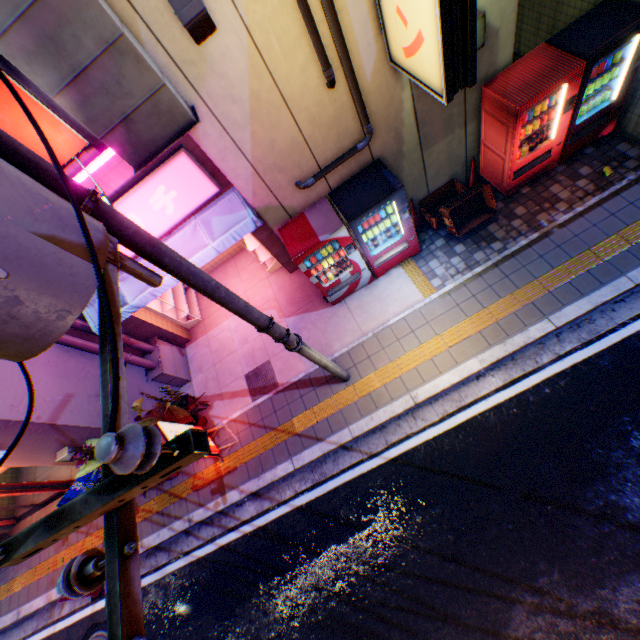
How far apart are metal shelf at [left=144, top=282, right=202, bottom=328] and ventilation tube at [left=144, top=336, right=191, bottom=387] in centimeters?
56cm

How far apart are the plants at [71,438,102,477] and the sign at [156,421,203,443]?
0.1 meters

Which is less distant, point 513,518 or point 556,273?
point 513,518

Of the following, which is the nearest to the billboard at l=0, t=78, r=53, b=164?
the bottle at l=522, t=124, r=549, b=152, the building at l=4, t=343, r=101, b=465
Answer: the building at l=4, t=343, r=101, b=465

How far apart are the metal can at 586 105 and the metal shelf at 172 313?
9.3m

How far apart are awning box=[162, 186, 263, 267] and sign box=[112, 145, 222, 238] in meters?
0.1

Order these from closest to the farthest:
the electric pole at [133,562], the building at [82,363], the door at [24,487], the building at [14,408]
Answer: the electric pole at [133,562]
the building at [14,408]
the building at [82,363]
the door at [24,487]

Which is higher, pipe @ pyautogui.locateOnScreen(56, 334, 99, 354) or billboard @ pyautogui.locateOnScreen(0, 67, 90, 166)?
billboard @ pyautogui.locateOnScreen(0, 67, 90, 166)
